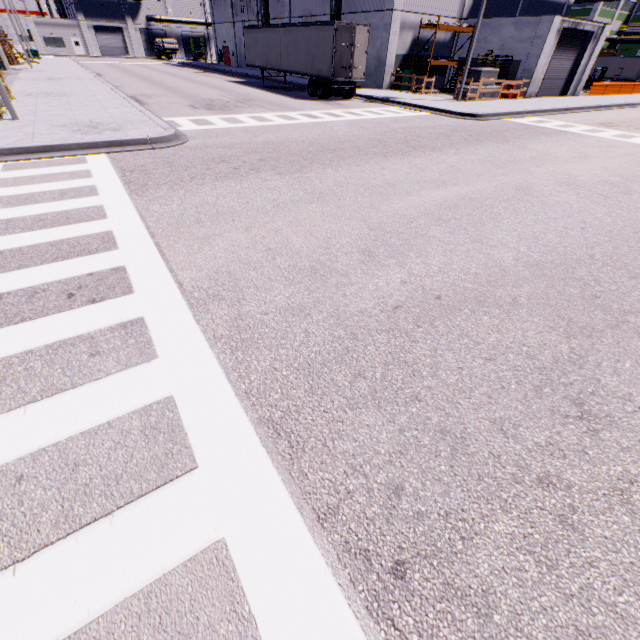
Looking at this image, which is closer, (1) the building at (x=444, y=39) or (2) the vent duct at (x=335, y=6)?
(2) the vent duct at (x=335, y=6)

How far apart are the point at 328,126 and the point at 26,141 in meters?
10.9

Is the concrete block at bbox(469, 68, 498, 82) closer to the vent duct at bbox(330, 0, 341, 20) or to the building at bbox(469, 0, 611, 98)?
the building at bbox(469, 0, 611, 98)

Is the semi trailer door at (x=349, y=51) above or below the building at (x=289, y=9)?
below

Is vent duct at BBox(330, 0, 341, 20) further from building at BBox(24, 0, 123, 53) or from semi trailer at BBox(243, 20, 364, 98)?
semi trailer at BBox(243, 20, 364, 98)

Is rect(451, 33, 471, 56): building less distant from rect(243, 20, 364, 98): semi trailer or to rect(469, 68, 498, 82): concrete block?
rect(243, 20, 364, 98): semi trailer

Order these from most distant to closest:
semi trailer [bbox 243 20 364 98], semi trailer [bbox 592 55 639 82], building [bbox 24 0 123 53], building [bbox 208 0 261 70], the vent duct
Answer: building [bbox 24 0 123 53], semi trailer [bbox 592 55 639 82], building [bbox 208 0 261 70], the vent duct, semi trailer [bbox 243 20 364 98]
